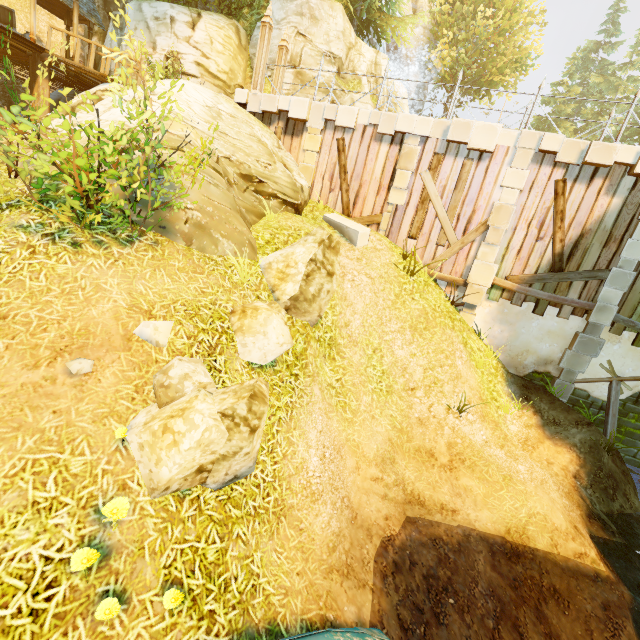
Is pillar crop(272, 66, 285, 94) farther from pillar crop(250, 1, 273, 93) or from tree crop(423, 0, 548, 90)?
tree crop(423, 0, 548, 90)

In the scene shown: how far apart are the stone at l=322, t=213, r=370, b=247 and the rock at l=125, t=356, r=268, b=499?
6.0 meters

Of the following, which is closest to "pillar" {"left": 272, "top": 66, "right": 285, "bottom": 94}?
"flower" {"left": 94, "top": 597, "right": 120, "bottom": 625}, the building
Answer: the building

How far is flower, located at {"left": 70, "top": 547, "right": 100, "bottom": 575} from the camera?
2.87m

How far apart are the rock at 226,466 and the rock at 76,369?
0.6 meters

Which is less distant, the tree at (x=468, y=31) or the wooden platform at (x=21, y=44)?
the wooden platform at (x=21, y=44)

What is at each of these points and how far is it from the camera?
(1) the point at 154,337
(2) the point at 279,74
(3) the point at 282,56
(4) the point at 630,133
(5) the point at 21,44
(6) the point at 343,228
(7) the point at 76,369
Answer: (1) rock, 4.5 meters
(2) pillar, 12.3 meters
(3) pillar, 12.2 meters
(4) tree, 29.7 meters
(5) wooden platform, 12.2 meters
(6) stone, 10.0 meters
(7) rock, 3.8 meters

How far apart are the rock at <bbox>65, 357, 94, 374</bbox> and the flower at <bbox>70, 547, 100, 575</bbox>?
1.8m
